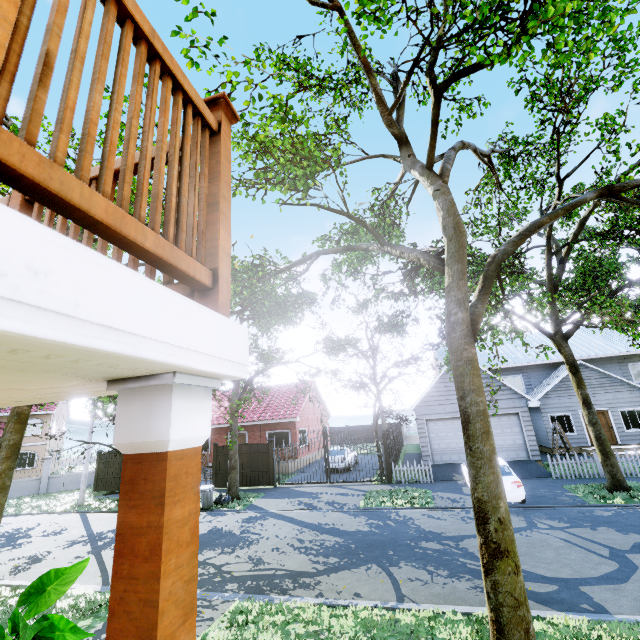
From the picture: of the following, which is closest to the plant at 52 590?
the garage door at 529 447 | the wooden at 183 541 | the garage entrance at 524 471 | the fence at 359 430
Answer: the wooden at 183 541

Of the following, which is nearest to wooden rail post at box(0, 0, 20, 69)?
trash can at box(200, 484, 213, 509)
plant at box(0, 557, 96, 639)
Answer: plant at box(0, 557, 96, 639)

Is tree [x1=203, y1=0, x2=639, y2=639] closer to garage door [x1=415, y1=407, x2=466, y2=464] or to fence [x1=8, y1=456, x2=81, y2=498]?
fence [x1=8, y1=456, x2=81, y2=498]

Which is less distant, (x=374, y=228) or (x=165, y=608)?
(x=165, y=608)

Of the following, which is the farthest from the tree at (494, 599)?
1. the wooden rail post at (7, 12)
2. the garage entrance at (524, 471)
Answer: the wooden rail post at (7, 12)

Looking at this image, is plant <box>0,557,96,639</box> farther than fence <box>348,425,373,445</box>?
No

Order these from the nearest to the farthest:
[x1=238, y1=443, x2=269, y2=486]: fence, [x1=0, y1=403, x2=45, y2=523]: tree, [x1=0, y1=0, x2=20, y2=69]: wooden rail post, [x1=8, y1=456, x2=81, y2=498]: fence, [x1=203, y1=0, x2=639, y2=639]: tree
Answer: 1. [x1=0, y1=0, x2=20, y2=69]: wooden rail post
2. [x1=203, y1=0, x2=639, y2=639]: tree
3. [x1=0, y1=403, x2=45, y2=523]: tree
4. [x1=238, y1=443, x2=269, y2=486]: fence
5. [x1=8, y1=456, x2=81, y2=498]: fence

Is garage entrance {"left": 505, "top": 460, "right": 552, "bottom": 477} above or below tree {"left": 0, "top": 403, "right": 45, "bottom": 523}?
below
